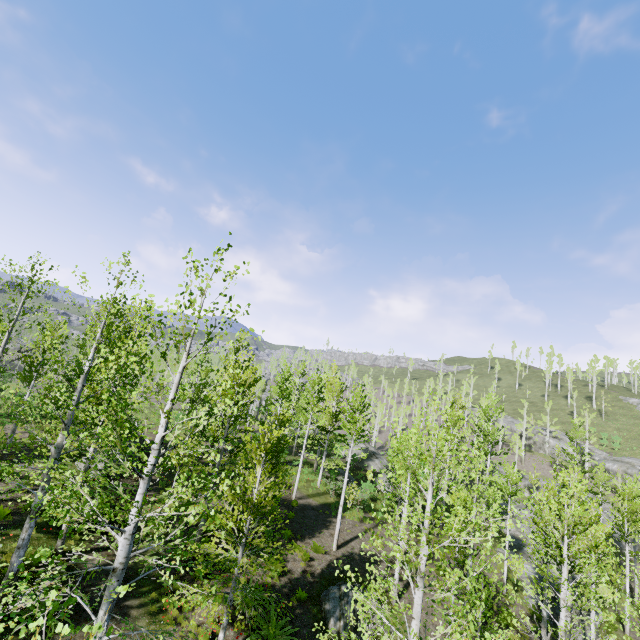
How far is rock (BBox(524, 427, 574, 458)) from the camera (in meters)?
53.81

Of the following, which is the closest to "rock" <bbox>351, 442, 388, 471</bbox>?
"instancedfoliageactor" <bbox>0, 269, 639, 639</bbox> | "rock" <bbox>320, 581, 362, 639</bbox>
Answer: "instancedfoliageactor" <bbox>0, 269, 639, 639</bbox>

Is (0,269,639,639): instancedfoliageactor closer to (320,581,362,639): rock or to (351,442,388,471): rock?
(320,581,362,639): rock

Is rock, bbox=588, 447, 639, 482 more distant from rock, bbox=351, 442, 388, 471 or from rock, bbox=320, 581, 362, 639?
rock, bbox=320, 581, 362, 639

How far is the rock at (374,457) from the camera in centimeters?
Result: 3922cm

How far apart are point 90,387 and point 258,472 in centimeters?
780cm

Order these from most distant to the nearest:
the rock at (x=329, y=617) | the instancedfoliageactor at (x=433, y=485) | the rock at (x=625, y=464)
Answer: the rock at (x=625, y=464) → the rock at (x=329, y=617) → the instancedfoliageactor at (x=433, y=485)

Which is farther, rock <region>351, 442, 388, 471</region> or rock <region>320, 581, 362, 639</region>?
rock <region>351, 442, 388, 471</region>
